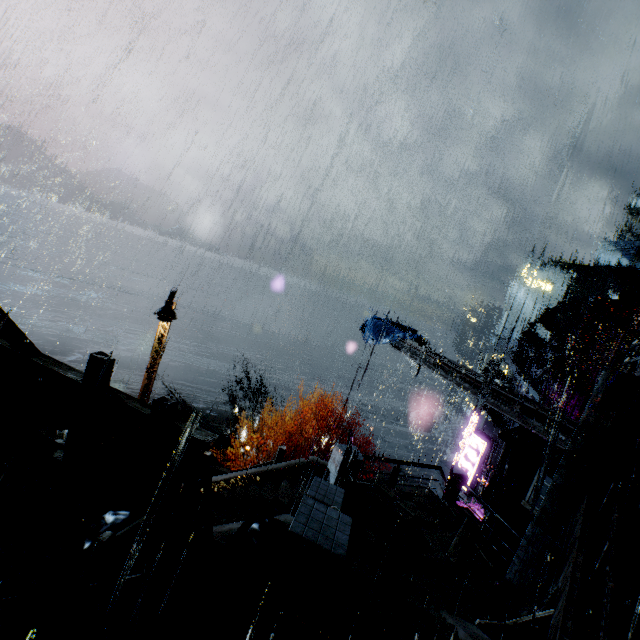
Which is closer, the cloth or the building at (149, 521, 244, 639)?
the building at (149, 521, 244, 639)

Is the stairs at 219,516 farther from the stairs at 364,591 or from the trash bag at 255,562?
the trash bag at 255,562

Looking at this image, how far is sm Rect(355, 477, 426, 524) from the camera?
11.0 meters

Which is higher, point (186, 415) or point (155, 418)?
point (155, 418)

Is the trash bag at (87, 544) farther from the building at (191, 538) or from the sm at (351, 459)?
Answer: the sm at (351, 459)

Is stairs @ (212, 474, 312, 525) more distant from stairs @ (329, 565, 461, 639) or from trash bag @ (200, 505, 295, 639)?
trash bag @ (200, 505, 295, 639)

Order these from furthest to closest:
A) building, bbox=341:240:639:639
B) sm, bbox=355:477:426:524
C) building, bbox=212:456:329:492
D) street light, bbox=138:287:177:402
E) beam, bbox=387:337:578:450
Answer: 1. street light, bbox=138:287:177:402
2. building, bbox=212:456:329:492
3. sm, bbox=355:477:426:524
4. beam, bbox=387:337:578:450
5. building, bbox=341:240:639:639

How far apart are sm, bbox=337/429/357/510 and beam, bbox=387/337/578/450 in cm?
509
